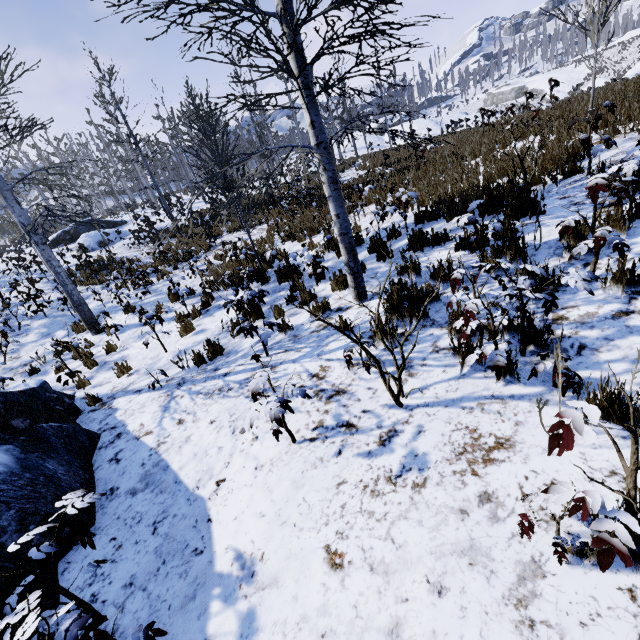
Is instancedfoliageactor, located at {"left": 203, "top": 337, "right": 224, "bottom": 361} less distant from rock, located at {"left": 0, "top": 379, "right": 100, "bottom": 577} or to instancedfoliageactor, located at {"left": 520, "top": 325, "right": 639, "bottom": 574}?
rock, located at {"left": 0, "top": 379, "right": 100, "bottom": 577}

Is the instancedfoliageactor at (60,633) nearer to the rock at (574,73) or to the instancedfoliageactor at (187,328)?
the instancedfoliageactor at (187,328)

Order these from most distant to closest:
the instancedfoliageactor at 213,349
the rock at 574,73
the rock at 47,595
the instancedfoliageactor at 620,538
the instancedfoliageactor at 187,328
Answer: the rock at 574,73 < the instancedfoliageactor at 187,328 < the instancedfoliageactor at 213,349 < the rock at 47,595 < the instancedfoliageactor at 620,538

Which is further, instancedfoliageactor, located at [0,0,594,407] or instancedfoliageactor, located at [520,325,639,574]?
instancedfoliageactor, located at [0,0,594,407]

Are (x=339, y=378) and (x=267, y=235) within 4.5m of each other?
no

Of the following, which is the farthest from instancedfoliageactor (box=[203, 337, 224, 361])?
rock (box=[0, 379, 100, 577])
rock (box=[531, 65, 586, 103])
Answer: rock (box=[531, 65, 586, 103])

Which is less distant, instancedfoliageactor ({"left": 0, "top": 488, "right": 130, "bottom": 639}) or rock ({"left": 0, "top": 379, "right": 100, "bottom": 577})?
instancedfoliageactor ({"left": 0, "top": 488, "right": 130, "bottom": 639})

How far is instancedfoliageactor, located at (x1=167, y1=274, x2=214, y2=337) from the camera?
7.3 meters
